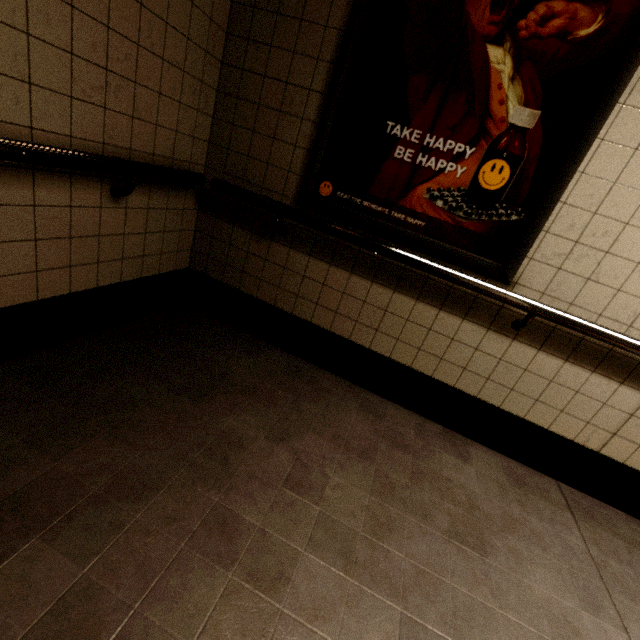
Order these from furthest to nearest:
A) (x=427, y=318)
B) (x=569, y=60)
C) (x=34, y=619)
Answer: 1. (x=427, y=318)
2. (x=569, y=60)
3. (x=34, y=619)
